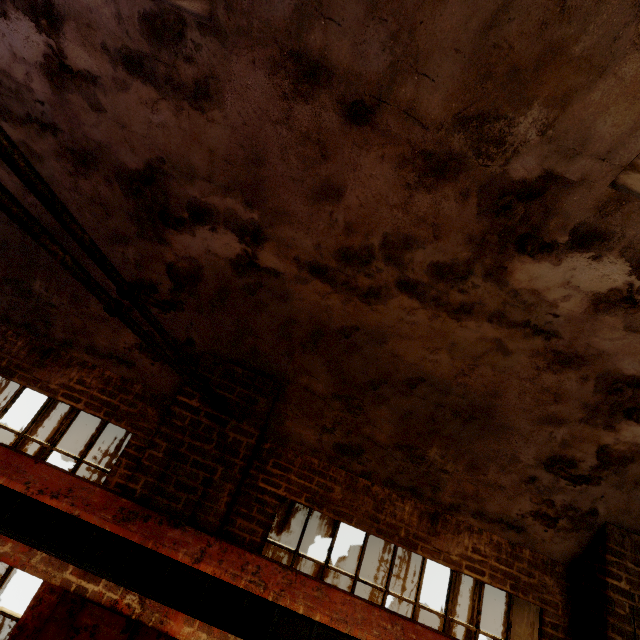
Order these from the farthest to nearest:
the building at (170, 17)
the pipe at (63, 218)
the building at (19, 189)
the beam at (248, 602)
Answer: the building at (19, 189) < the beam at (248, 602) < the building at (170, 17) < the pipe at (63, 218)

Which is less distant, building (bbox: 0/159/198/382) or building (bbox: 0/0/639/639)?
building (bbox: 0/0/639/639)

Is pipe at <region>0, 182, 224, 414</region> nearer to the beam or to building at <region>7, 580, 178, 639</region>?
building at <region>7, 580, 178, 639</region>

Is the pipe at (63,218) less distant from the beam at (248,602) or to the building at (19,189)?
the building at (19,189)

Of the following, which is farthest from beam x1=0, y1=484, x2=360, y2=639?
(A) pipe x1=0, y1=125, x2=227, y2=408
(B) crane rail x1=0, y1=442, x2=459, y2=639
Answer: (A) pipe x1=0, y1=125, x2=227, y2=408

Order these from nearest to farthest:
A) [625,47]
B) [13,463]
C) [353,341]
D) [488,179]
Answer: [625,47]
[488,179]
[13,463]
[353,341]

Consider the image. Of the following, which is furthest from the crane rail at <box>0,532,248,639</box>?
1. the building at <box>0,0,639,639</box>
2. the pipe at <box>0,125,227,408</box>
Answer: the pipe at <box>0,125,227,408</box>

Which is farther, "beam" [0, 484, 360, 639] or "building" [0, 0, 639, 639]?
"beam" [0, 484, 360, 639]
